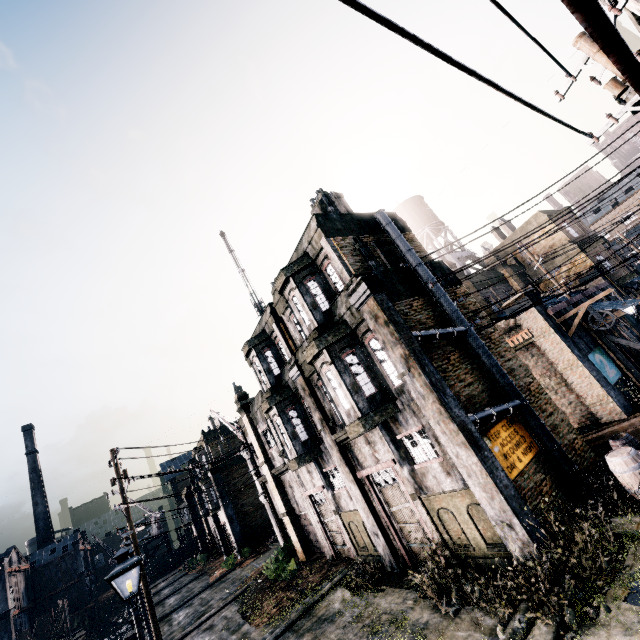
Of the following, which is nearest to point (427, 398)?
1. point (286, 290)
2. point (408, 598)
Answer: point (408, 598)

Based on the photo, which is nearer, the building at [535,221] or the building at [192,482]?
the building at [535,221]

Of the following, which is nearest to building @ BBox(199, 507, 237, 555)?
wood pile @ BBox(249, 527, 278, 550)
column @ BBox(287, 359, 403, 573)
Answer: wood pile @ BBox(249, 527, 278, 550)

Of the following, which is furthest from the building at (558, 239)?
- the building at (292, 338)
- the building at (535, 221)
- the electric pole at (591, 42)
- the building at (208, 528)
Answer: the building at (208, 528)

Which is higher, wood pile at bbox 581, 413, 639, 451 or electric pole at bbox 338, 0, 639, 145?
electric pole at bbox 338, 0, 639, 145

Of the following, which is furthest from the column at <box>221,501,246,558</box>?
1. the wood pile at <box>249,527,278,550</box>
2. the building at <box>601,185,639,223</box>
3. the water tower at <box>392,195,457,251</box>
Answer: the building at <box>601,185,639,223</box>

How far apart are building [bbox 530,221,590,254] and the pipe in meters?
21.0 m

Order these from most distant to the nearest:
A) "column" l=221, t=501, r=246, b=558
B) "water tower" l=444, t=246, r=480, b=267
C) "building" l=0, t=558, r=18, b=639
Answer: "building" l=0, t=558, r=18, b=639 → "column" l=221, t=501, r=246, b=558 → "water tower" l=444, t=246, r=480, b=267
